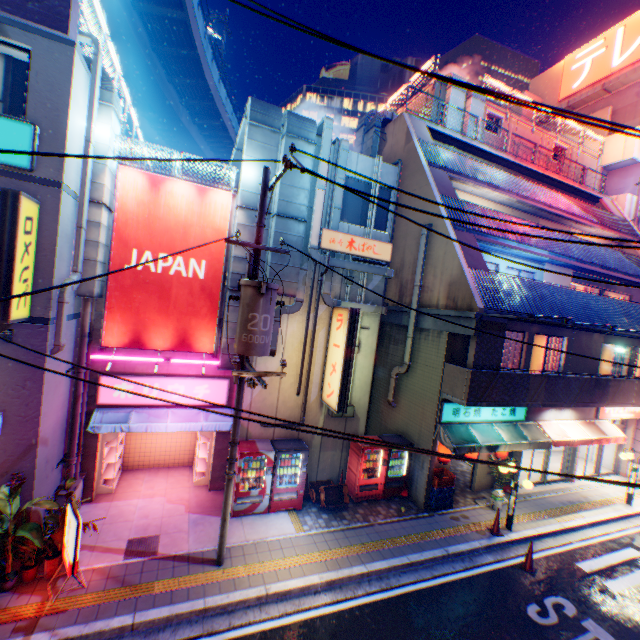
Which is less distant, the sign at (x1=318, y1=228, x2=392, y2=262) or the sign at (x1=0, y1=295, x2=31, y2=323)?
the sign at (x1=0, y1=295, x2=31, y2=323)

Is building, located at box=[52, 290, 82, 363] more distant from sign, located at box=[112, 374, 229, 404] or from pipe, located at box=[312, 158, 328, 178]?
pipe, located at box=[312, 158, 328, 178]

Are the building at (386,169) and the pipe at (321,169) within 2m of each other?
yes

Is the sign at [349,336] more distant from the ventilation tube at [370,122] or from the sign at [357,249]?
the ventilation tube at [370,122]

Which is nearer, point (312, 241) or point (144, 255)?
point (144, 255)

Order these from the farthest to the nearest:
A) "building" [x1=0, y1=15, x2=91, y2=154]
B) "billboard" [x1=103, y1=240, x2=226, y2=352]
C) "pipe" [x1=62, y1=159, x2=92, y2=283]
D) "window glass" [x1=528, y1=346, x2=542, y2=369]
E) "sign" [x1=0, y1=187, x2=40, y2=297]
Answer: "window glass" [x1=528, y1=346, x2=542, y2=369] → "billboard" [x1=103, y1=240, x2=226, y2=352] → "pipe" [x1=62, y1=159, x2=92, y2=283] → "building" [x1=0, y1=15, x2=91, y2=154] → "sign" [x1=0, y1=187, x2=40, y2=297]

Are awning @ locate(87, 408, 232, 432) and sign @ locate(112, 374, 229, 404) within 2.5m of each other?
yes

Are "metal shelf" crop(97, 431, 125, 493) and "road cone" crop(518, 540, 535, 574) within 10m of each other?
no
